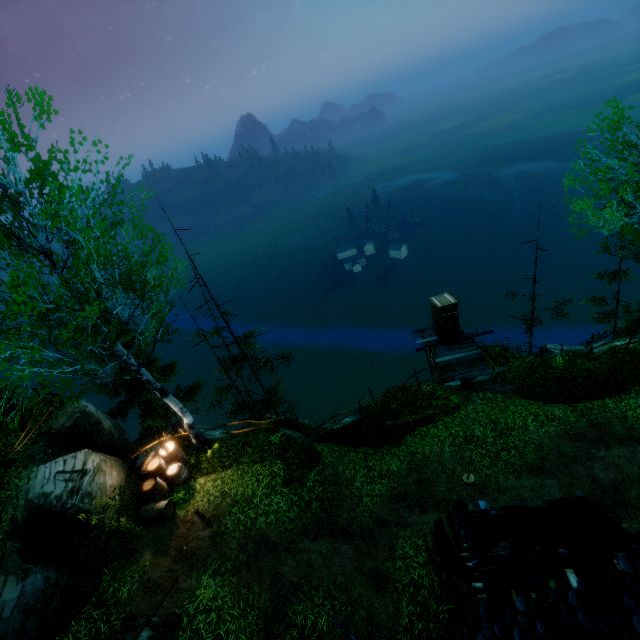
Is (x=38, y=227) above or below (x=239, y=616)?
above

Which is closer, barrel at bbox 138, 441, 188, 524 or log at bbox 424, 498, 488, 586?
log at bbox 424, 498, 488, 586

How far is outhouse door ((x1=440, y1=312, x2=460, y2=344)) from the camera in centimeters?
1748cm

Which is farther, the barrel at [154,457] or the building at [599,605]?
the barrel at [154,457]

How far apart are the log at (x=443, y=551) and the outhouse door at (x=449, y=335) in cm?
993

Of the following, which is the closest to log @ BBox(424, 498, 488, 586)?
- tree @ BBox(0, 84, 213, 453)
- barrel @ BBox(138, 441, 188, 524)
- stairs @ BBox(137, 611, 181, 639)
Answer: stairs @ BBox(137, 611, 181, 639)

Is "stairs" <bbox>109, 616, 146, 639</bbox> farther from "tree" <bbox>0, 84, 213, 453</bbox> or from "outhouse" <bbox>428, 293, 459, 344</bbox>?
"tree" <bbox>0, 84, 213, 453</bbox>

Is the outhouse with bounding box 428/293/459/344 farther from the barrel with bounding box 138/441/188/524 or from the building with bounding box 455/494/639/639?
the barrel with bounding box 138/441/188/524
